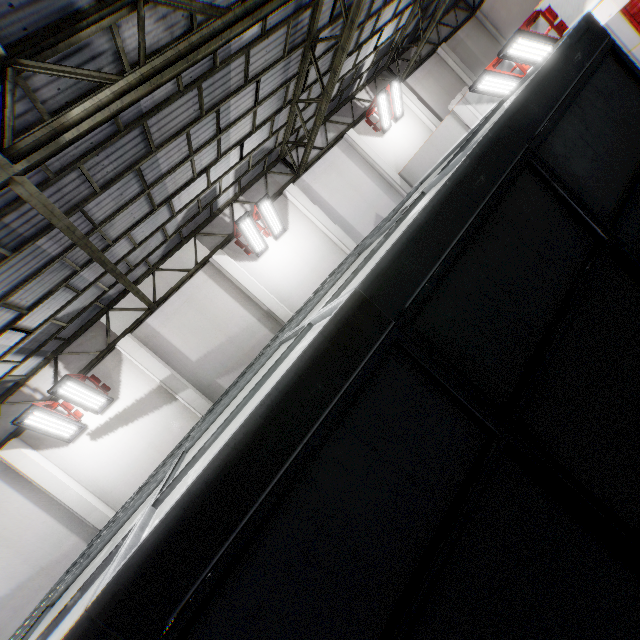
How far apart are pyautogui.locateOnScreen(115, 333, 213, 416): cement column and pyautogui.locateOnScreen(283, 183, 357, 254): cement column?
7.5m

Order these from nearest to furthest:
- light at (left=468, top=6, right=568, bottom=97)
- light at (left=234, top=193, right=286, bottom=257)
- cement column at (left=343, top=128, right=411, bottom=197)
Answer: light at (left=468, top=6, right=568, bottom=97), light at (left=234, top=193, right=286, bottom=257), cement column at (left=343, top=128, right=411, bottom=197)

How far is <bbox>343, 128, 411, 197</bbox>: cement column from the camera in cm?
1380

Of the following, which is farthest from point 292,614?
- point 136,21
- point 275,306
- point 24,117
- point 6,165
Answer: point 275,306

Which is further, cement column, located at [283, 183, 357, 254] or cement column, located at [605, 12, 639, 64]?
cement column, located at [605, 12, 639, 64]

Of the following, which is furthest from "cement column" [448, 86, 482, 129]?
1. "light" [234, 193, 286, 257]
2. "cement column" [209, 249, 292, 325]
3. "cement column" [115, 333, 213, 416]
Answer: "cement column" [115, 333, 213, 416]

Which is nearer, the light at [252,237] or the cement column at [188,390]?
the cement column at [188,390]

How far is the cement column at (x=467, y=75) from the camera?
16.23m
